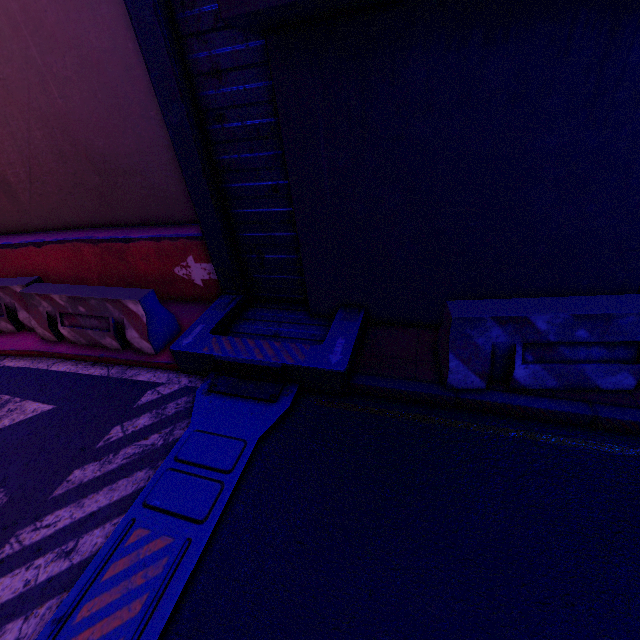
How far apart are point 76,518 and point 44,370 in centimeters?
304cm

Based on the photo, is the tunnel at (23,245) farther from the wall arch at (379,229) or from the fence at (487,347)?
the fence at (487,347)

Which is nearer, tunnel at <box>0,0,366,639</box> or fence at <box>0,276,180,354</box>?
tunnel at <box>0,0,366,639</box>

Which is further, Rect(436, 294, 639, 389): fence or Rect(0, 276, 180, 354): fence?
Rect(0, 276, 180, 354): fence

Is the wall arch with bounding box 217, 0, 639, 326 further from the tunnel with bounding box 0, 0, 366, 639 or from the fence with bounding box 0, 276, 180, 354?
the fence with bounding box 0, 276, 180, 354

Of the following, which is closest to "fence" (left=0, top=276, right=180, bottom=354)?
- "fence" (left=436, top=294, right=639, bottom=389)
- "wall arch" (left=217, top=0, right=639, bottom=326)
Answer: "wall arch" (left=217, top=0, right=639, bottom=326)

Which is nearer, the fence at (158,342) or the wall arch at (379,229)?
the wall arch at (379,229)

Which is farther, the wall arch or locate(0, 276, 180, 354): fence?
locate(0, 276, 180, 354): fence
